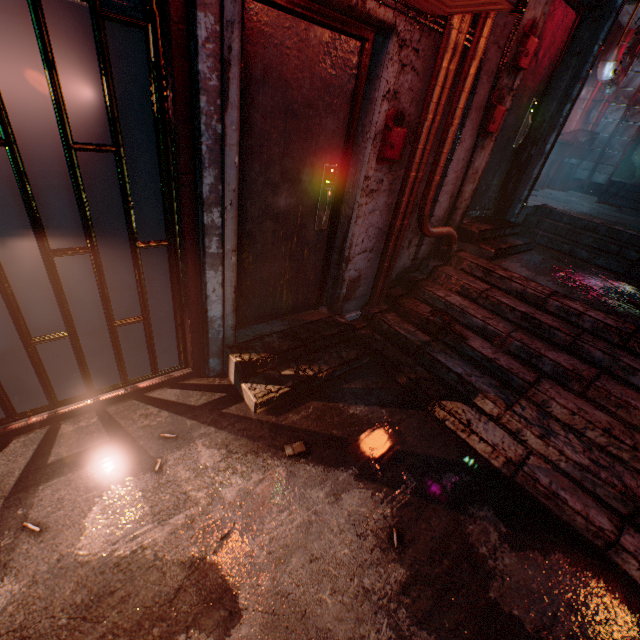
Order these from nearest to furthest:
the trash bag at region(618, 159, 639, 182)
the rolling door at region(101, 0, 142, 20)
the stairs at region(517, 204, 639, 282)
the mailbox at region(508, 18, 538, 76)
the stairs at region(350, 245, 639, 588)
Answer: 1. the rolling door at region(101, 0, 142, 20)
2. the stairs at region(350, 245, 639, 588)
3. the mailbox at region(508, 18, 538, 76)
4. the stairs at region(517, 204, 639, 282)
5. the trash bag at region(618, 159, 639, 182)

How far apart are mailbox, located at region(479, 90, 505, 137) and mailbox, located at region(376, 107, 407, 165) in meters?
1.1

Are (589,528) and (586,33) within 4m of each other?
no

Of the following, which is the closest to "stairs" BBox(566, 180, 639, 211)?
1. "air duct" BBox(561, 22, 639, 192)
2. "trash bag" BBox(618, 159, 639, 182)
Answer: "air duct" BBox(561, 22, 639, 192)

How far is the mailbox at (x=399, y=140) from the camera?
2.27m

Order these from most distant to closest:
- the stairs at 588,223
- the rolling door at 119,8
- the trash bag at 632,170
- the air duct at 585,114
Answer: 1. the trash bag at 632,170
2. the air duct at 585,114
3. the stairs at 588,223
4. the rolling door at 119,8

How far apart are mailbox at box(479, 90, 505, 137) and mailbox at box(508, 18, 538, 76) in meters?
0.1

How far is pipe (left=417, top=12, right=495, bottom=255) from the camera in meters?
2.2
